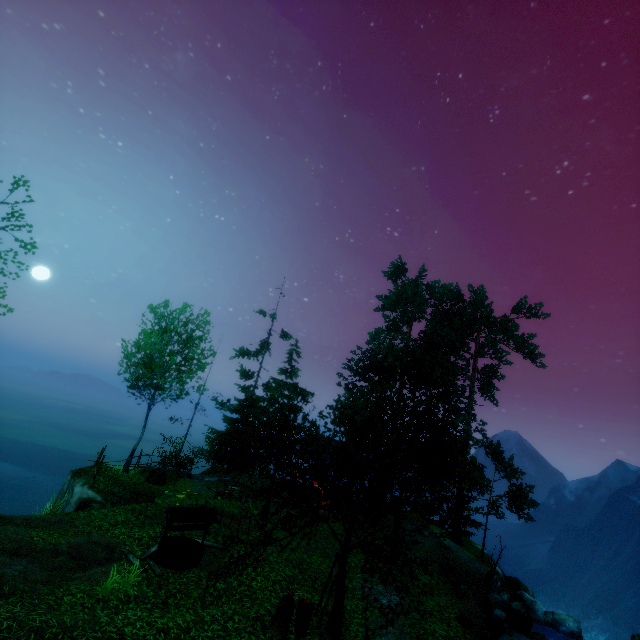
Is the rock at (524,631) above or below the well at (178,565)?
below

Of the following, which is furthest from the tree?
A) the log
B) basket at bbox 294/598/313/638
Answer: the log

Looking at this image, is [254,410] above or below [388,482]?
above

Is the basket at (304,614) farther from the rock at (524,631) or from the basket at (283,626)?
the rock at (524,631)

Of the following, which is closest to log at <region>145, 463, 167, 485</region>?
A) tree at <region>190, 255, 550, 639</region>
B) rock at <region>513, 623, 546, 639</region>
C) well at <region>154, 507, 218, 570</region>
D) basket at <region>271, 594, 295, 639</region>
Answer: tree at <region>190, 255, 550, 639</region>

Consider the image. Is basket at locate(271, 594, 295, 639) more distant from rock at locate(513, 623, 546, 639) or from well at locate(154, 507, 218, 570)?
rock at locate(513, 623, 546, 639)

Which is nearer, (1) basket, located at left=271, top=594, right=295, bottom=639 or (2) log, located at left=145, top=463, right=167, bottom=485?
(1) basket, located at left=271, top=594, right=295, bottom=639

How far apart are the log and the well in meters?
7.0
